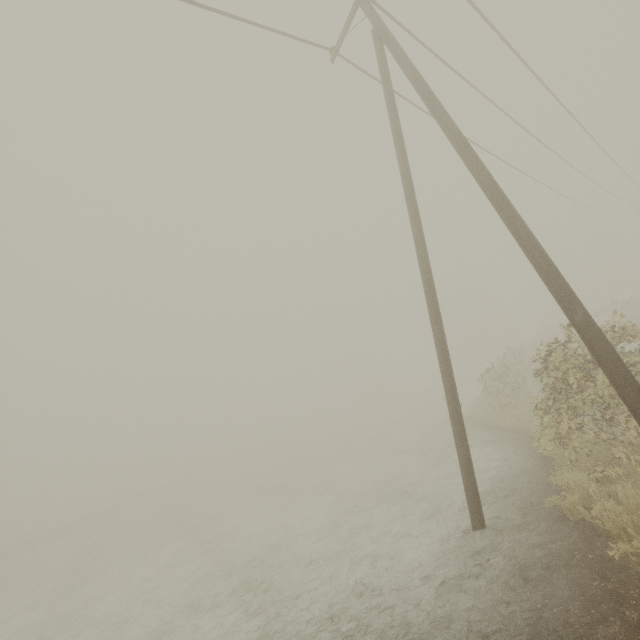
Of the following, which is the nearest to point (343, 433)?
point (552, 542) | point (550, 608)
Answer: point (552, 542)

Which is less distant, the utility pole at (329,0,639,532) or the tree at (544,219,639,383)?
the utility pole at (329,0,639,532)

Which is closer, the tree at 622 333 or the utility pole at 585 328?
the utility pole at 585 328
